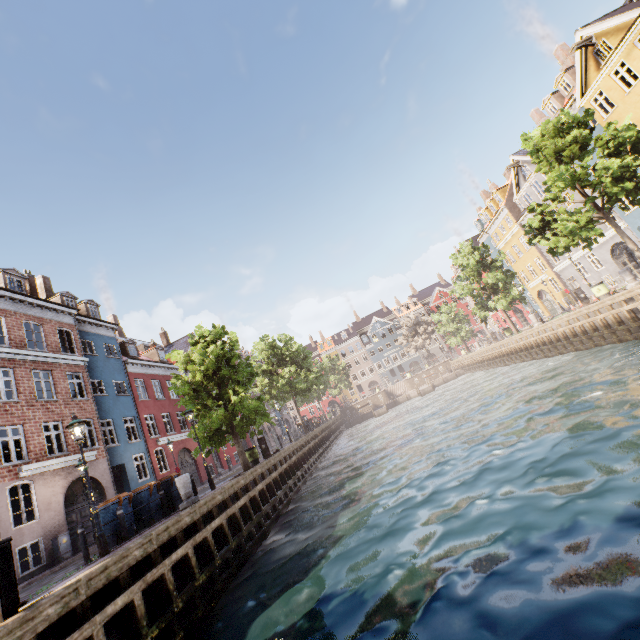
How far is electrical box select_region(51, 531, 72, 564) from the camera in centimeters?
1414cm

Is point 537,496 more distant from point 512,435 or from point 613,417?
point 512,435

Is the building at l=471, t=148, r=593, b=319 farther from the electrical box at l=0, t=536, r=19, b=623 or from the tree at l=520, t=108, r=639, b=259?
the electrical box at l=0, t=536, r=19, b=623

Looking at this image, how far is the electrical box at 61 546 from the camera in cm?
1414

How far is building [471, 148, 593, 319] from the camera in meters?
32.3

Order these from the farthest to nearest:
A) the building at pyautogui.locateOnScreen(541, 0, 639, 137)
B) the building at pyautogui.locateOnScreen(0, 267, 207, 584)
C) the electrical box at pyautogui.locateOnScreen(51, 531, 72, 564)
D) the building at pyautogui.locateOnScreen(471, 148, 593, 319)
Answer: the building at pyautogui.locateOnScreen(471, 148, 593, 319) → the building at pyautogui.locateOnScreen(541, 0, 639, 137) → the building at pyautogui.locateOnScreen(0, 267, 207, 584) → the electrical box at pyautogui.locateOnScreen(51, 531, 72, 564)

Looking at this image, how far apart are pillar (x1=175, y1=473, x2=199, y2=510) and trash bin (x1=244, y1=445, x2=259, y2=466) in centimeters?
702cm

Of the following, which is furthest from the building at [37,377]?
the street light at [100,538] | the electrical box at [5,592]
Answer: the electrical box at [5,592]
